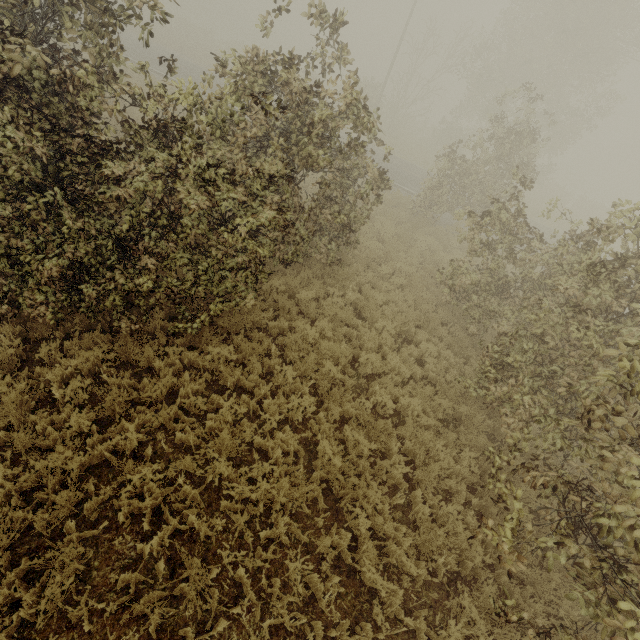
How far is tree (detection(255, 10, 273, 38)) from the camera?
5.7m

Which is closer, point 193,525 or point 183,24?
point 193,525

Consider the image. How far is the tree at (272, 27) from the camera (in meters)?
5.67
